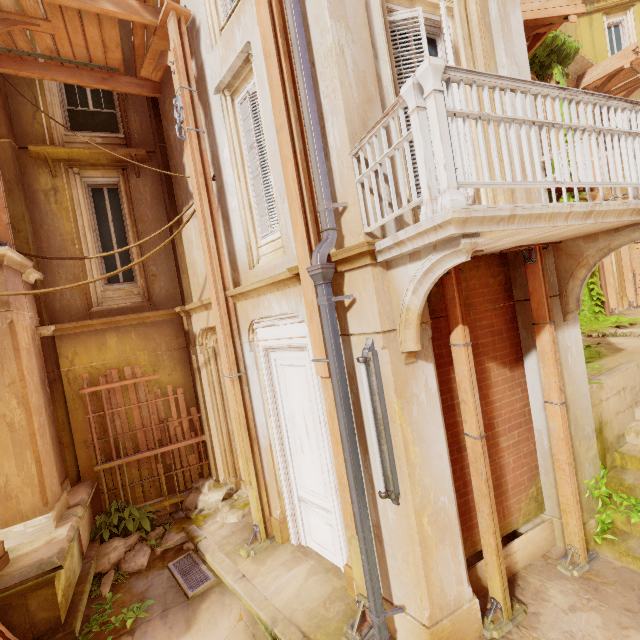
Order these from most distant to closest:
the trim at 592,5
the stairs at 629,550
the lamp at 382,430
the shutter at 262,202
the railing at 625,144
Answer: the trim at 592,5 → the shutter at 262,202 → the stairs at 629,550 → the lamp at 382,430 → the railing at 625,144

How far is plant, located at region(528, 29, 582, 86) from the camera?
9.5 meters

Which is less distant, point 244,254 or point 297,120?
point 297,120

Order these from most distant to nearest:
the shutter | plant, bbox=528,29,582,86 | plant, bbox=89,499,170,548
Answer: plant, bbox=528,29,582,86 < plant, bbox=89,499,170,548 < the shutter

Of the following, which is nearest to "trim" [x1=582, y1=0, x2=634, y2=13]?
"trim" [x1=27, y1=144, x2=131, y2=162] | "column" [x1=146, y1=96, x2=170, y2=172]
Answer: "column" [x1=146, y1=96, x2=170, y2=172]

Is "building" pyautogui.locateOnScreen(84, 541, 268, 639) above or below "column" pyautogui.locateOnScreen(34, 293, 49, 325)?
below

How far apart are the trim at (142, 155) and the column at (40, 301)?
2.5m

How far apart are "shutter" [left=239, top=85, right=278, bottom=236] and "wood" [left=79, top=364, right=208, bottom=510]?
3.96m
